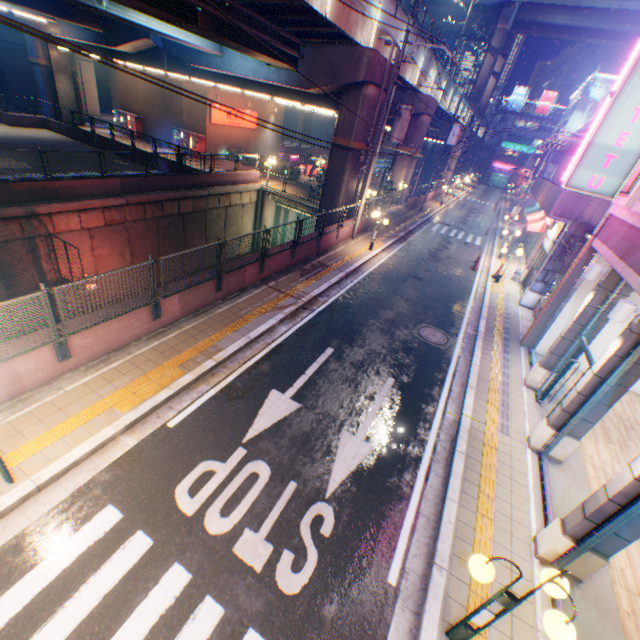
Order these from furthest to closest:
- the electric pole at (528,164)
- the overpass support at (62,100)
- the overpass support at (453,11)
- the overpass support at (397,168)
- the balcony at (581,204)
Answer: the overpass support at (453,11), the electric pole at (528,164), the overpass support at (397,168), the overpass support at (62,100), the balcony at (581,204)

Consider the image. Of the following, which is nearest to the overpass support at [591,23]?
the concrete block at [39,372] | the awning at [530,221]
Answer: the concrete block at [39,372]

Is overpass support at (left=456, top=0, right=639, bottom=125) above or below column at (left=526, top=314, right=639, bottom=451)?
above

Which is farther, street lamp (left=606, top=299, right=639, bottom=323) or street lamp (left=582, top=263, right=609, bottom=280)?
street lamp (left=582, top=263, right=609, bottom=280)

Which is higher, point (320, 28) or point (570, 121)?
point (570, 121)

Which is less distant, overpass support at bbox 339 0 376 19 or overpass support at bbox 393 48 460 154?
overpass support at bbox 339 0 376 19

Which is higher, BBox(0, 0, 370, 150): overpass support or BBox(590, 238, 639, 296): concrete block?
BBox(0, 0, 370, 150): overpass support

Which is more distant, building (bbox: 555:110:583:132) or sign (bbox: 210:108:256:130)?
building (bbox: 555:110:583:132)
